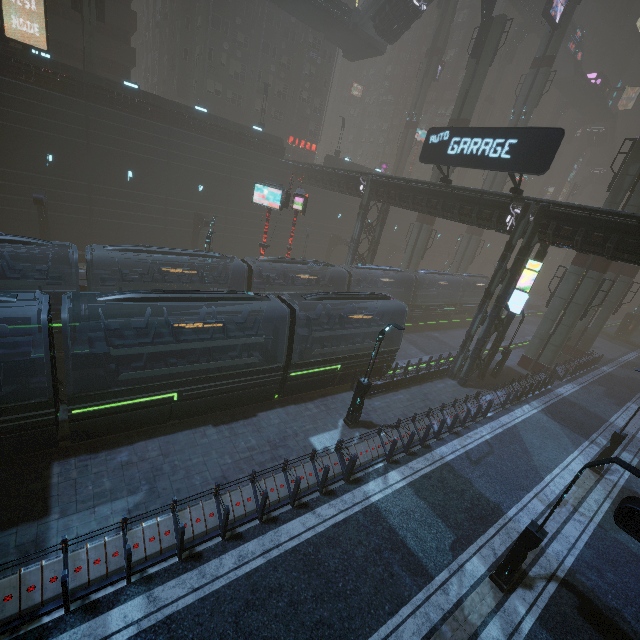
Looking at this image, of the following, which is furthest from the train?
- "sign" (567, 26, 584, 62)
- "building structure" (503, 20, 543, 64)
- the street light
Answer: "sign" (567, 26, 584, 62)

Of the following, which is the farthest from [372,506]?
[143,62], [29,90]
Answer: [143,62]

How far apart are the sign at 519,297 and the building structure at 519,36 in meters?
55.6 m

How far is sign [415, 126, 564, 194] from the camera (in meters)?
15.11

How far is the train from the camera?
19.2 meters

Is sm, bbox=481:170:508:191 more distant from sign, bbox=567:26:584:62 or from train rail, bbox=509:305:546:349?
sign, bbox=567:26:584:62

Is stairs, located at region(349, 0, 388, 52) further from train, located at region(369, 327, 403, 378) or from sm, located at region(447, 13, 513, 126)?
train, located at region(369, 327, 403, 378)

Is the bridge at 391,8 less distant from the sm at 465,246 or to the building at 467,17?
the sm at 465,246
